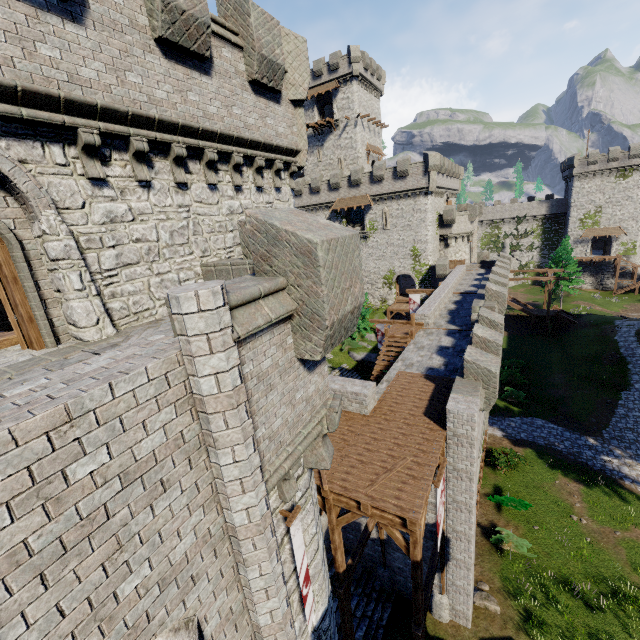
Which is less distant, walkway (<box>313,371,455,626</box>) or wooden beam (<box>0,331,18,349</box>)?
wooden beam (<box>0,331,18,349</box>)

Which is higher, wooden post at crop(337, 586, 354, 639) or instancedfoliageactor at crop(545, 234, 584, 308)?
instancedfoliageactor at crop(545, 234, 584, 308)

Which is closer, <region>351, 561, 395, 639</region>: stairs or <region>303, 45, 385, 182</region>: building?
<region>351, 561, 395, 639</region>: stairs

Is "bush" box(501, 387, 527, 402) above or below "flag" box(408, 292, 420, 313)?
below

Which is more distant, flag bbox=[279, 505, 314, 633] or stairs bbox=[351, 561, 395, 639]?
stairs bbox=[351, 561, 395, 639]

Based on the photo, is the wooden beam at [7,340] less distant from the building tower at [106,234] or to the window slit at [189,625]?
the building tower at [106,234]

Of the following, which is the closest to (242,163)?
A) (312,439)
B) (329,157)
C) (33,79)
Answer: (33,79)

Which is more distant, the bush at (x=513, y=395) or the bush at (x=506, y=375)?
the bush at (x=506, y=375)
